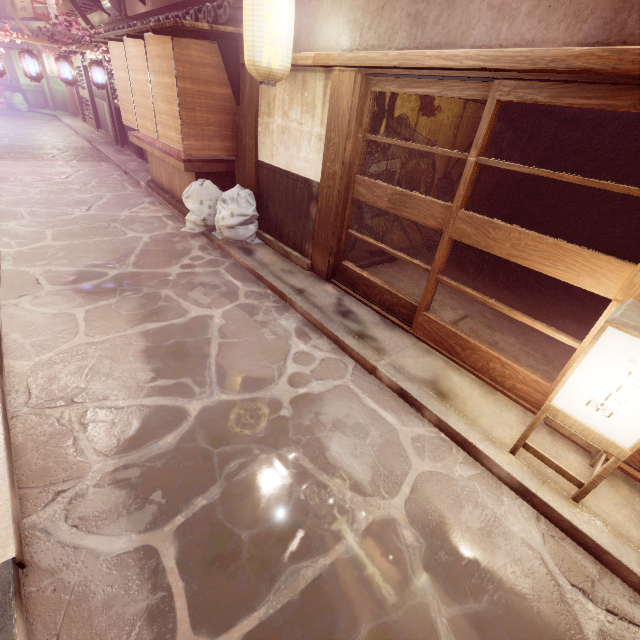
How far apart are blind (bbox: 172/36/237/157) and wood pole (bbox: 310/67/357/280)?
4.6 meters

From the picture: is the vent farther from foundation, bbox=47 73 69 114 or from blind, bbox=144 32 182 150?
foundation, bbox=47 73 69 114

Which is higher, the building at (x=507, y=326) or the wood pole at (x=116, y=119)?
the wood pole at (x=116, y=119)

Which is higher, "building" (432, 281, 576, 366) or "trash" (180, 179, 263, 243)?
"trash" (180, 179, 263, 243)

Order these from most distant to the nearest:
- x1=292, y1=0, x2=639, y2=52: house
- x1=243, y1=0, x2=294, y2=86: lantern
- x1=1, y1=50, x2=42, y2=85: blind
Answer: x1=1, y1=50, x2=42, y2=85: blind → x1=243, y1=0, x2=294, y2=86: lantern → x1=292, y1=0, x2=639, y2=52: house

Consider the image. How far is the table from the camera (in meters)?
11.36

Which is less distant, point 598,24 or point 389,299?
point 598,24

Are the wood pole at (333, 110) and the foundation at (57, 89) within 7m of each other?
no
